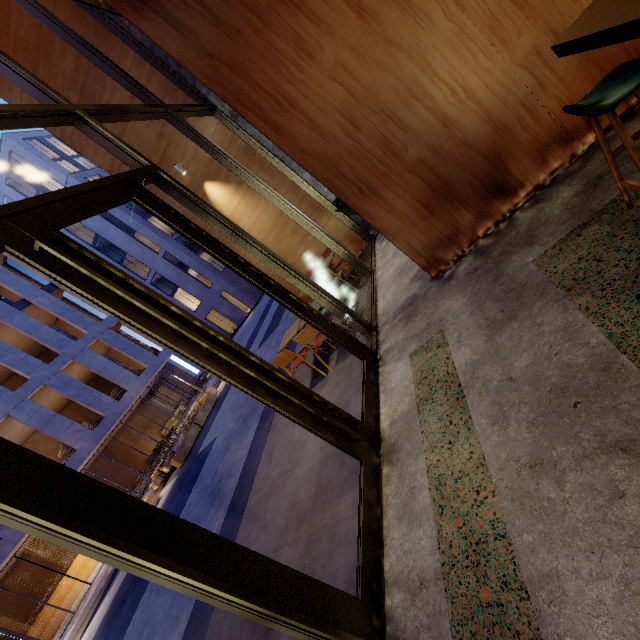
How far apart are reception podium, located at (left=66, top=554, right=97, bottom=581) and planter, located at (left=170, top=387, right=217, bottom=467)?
8.9 meters

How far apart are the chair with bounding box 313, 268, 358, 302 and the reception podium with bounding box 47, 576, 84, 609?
21.2m

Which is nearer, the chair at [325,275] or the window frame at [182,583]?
the window frame at [182,583]

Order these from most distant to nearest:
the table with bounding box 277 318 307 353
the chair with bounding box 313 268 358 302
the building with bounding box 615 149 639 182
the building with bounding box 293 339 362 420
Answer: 1. the chair with bounding box 313 268 358 302
2. the table with bounding box 277 318 307 353
3. the building with bounding box 293 339 362 420
4. the building with bounding box 615 149 639 182

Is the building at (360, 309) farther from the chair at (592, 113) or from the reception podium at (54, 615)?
the reception podium at (54, 615)

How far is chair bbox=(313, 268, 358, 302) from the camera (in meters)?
6.11

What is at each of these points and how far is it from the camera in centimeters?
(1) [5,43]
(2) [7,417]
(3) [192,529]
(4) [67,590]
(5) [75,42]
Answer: (1) building, 680cm
(2) building, 1516cm
(3) door, 178cm
(4) reception podium, 1611cm
(5) window frame, 491cm

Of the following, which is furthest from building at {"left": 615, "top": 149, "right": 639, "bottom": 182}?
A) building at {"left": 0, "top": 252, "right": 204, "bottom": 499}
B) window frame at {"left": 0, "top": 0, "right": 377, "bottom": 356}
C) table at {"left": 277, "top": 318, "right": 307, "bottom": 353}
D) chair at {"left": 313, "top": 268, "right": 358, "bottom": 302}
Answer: building at {"left": 0, "top": 252, "right": 204, "bottom": 499}
